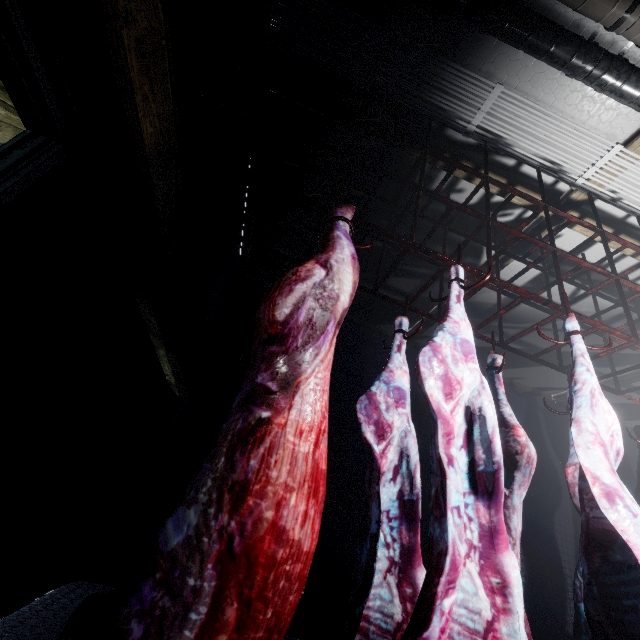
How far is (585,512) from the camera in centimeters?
123cm

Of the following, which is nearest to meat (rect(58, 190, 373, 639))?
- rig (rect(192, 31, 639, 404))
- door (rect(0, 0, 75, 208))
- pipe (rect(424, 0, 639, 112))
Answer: rig (rect(192, 31, 639, 404))

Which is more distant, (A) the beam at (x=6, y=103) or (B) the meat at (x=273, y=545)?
(A) the beam at (x=6, y=103)

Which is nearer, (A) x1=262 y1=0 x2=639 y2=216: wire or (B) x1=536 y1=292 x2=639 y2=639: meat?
(B) x1=536 y1=292 x2=639 y2=639: meat

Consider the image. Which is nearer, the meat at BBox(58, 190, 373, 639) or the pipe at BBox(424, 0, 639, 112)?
the meat at BBox(58, 190, 373, 639)

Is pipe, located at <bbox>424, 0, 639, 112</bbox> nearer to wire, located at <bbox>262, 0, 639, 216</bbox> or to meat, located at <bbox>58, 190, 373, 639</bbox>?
wire, located at <bbox>262, 0, 639, 216</bbox>

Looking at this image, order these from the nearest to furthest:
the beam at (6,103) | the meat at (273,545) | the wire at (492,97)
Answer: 1. the meat at (273,545)
2. the beam at (6,103)
3. the wire at (492,97)

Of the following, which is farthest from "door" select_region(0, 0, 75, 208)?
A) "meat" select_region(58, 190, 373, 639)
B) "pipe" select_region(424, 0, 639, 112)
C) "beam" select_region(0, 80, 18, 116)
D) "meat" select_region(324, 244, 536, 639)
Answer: "pipe" select_region(424, 0, 639, 112)
